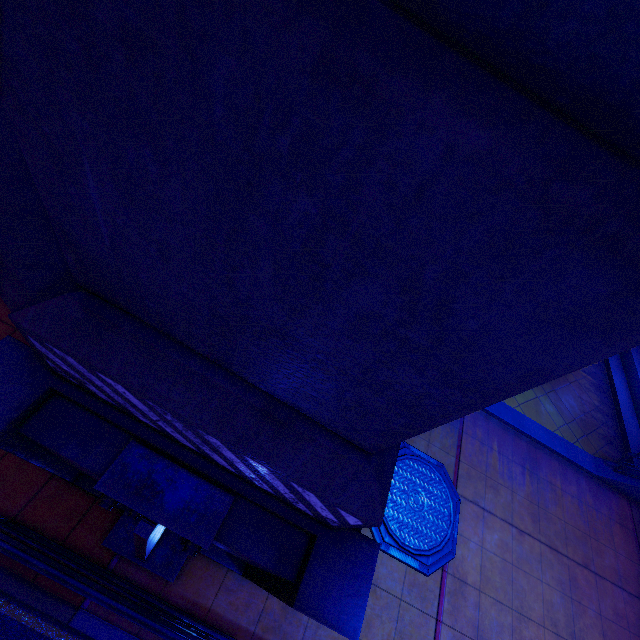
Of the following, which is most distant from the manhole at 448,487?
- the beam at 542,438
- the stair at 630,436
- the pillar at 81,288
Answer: the stair at 630,436

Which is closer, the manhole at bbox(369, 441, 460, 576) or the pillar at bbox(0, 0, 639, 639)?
the pillar at bbox(0, 0, 639, 639)

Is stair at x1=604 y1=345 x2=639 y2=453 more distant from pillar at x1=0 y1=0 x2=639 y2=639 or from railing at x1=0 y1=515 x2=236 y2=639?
railing at x1=0 y1=515 x2=236 y2=639

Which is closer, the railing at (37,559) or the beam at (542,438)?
the railing at (37,559)

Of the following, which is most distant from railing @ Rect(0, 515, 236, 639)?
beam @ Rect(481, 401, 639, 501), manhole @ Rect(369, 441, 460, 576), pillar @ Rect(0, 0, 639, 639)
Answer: beam @ Rect(481, 401, 639, 501)

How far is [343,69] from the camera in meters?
0.7

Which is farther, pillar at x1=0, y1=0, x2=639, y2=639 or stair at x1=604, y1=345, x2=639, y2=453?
stair at x1=604, y1=345, x2=639, y2=453
